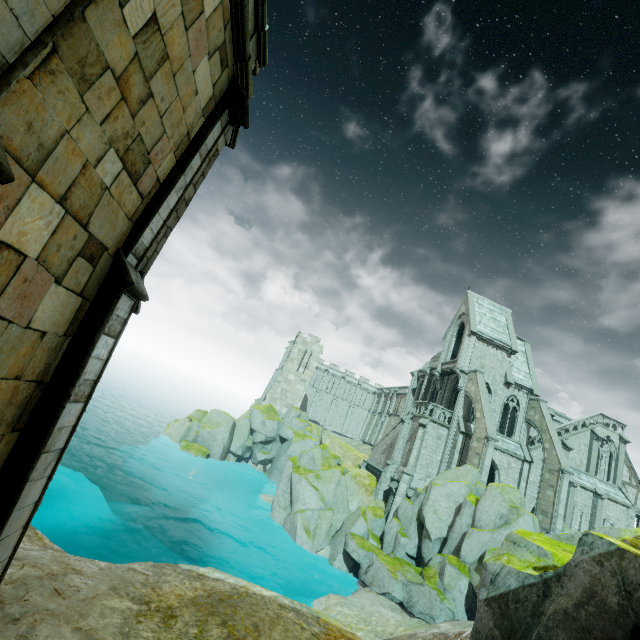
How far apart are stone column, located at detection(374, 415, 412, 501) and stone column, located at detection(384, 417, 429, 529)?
2.0m

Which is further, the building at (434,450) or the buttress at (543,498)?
the building at (434,450)

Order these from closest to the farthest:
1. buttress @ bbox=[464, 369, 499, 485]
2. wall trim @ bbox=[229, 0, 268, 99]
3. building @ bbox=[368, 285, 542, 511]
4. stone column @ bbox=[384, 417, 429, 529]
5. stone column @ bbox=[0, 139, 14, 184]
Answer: stone column @ bbox=[0, 139, 14, 184], wall trim @ bbox=[229, 0, 268, 99], buttress @ bbox=[464, 369, 499, 485], stone column @ bbox=[384, 417, 429, 529], building @ bbox=[368, 285, 542, 511]

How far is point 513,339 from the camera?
33.28m

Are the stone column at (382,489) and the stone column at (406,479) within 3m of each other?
yes

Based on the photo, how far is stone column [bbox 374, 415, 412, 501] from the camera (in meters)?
30.27

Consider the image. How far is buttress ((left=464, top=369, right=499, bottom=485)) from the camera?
24.80m

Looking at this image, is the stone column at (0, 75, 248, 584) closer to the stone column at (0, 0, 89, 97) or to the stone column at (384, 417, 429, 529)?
the stone column at (0, 0, 89, 97)
